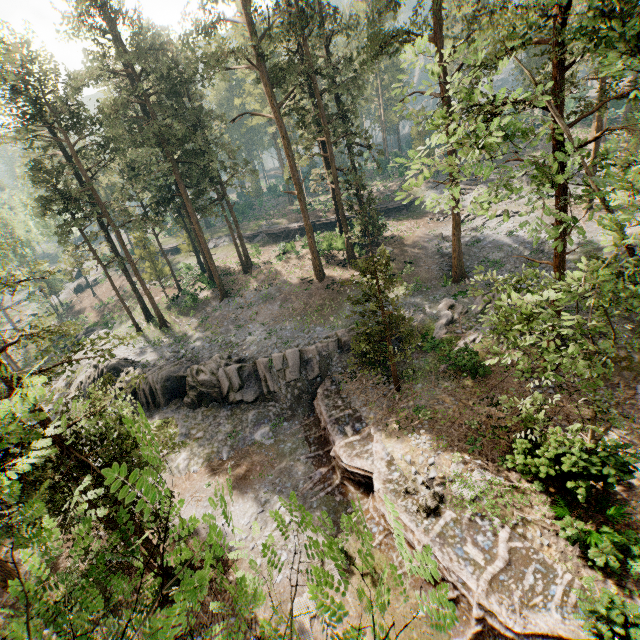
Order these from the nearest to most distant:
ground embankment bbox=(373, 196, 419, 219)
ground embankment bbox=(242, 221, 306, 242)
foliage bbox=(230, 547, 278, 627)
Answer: foliage bbox=(230, 547, 278, 627), ground embankment bbox=(373, 196, 419, 219), ground embankment bbox=(242, 221, 306, 242)

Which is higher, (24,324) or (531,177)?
(531,177)

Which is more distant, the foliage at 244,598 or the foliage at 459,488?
the foliage at 459,488

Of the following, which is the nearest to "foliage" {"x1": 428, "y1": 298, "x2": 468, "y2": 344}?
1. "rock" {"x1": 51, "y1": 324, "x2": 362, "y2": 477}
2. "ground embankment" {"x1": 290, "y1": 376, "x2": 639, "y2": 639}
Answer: "ground embankment" {"x1": 290, "y1": 376, "x2": 639, "y2": 639}

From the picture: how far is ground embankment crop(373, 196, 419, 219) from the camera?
46.0m

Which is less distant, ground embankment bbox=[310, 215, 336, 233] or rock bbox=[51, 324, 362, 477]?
rock bbox=[51, 324, 362, 477]

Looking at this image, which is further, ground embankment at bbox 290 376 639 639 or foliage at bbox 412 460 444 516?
foliage at bbox 412 460 444 516

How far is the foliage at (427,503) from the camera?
13.98m
